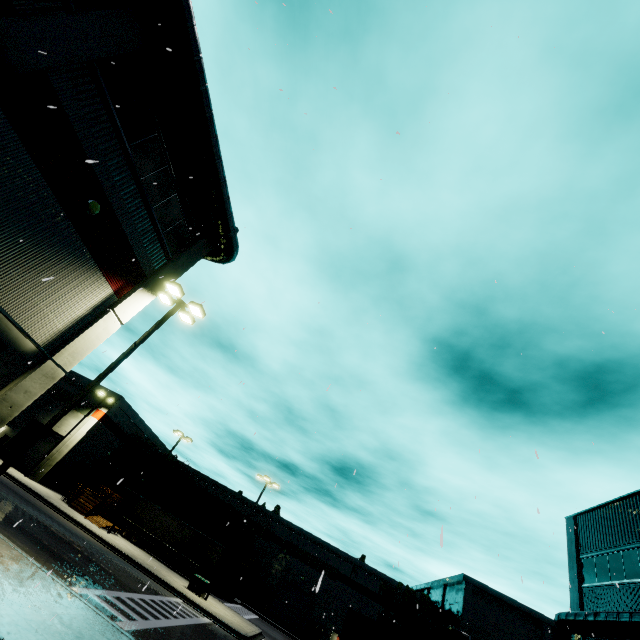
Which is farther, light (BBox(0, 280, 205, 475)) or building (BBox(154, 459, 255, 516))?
building (BBox(154, 459, 255, 516))

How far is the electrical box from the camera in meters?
25.5

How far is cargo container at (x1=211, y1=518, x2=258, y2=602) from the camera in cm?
3588

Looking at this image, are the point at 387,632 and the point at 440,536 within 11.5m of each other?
yes

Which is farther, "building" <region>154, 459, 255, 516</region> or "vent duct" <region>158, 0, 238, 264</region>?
"building" <region>154, 459, 255, 516</region>

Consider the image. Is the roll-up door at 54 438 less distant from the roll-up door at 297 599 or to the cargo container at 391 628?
the cargo container at 391 628

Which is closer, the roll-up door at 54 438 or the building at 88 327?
the building at 88 327

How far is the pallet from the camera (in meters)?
29.80
